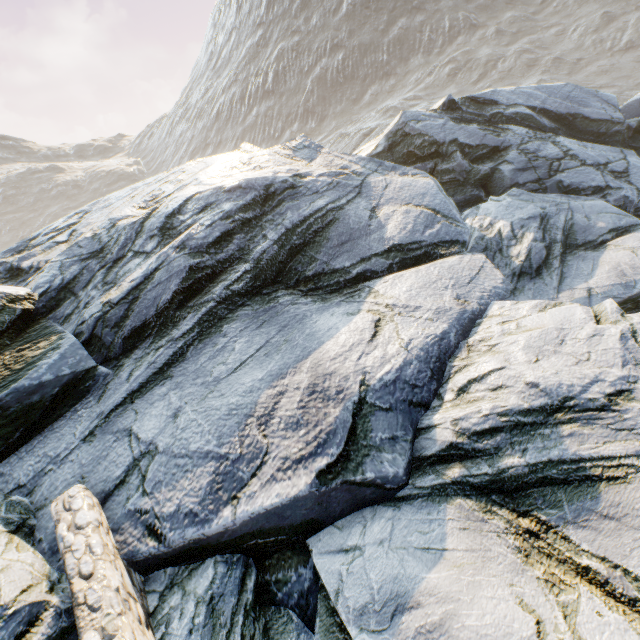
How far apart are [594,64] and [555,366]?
64.33m
